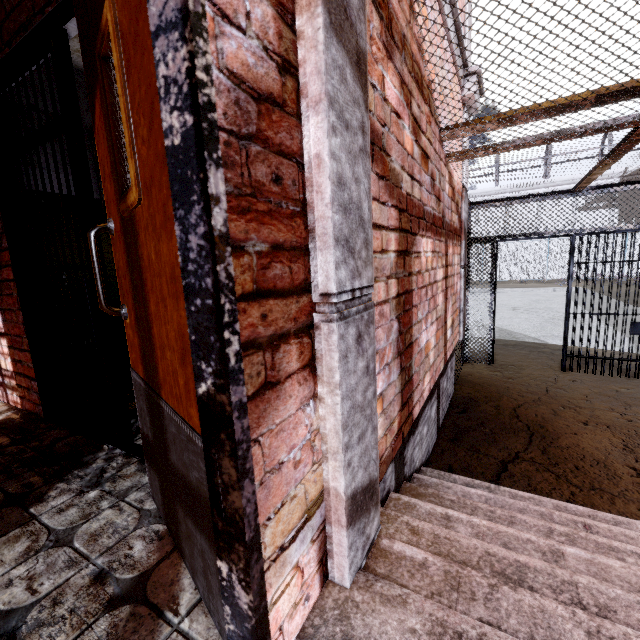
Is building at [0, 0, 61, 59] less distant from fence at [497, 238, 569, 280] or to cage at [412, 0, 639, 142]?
cage at [412, 0, 639, 142]

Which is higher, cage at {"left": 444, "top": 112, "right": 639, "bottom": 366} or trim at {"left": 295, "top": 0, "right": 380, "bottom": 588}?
cage at {"left": 444, "top": 112, "right": 639, "bottom": 366}

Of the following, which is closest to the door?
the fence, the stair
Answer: the stair

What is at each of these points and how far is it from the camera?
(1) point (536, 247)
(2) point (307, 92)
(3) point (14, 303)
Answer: (1) fence, 22.3m
(2) trim, 0.8m
(3) building, 2.4m

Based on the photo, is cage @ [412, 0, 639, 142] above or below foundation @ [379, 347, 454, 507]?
above

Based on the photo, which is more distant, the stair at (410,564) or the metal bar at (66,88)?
the metal bar at (66,88)

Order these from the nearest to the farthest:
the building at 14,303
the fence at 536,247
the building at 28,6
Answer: the building at 28,6 → the building at 14,303 → the fence at 536,247

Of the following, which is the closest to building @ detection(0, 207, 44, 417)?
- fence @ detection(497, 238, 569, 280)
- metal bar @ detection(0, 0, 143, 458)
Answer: metal bar @ detection(0, 0, 143, 458)
